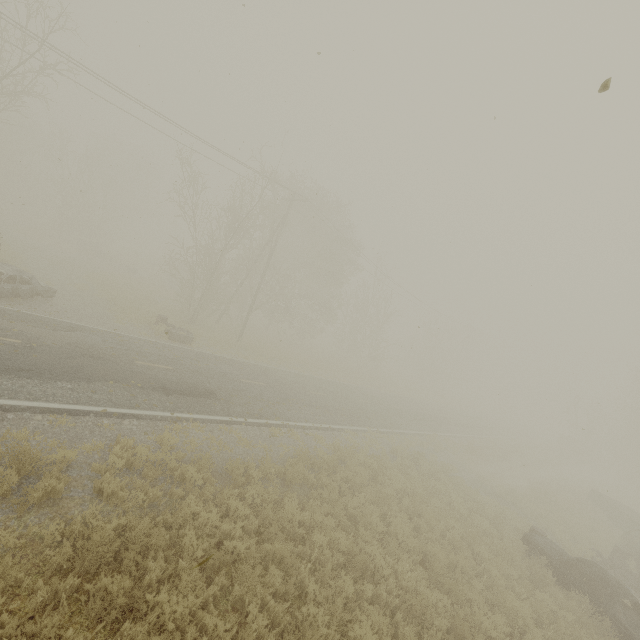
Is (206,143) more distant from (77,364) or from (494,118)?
(494,118)

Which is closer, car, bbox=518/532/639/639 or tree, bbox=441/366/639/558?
car, bbox=518/532/639/639

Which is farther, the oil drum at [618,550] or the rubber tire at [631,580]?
the oil drum at [618,550]

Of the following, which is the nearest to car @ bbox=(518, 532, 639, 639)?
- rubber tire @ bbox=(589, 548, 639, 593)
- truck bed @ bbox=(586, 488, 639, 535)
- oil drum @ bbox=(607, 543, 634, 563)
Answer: rubber tire @ bbox=(589, 548, 639, 593)

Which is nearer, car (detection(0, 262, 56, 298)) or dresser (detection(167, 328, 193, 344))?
car (detection(0, 262, 56, 298))

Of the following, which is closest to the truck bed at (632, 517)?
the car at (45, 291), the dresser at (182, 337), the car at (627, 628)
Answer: the car at (627, 628)

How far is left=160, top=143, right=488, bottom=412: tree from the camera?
22.2 meters
